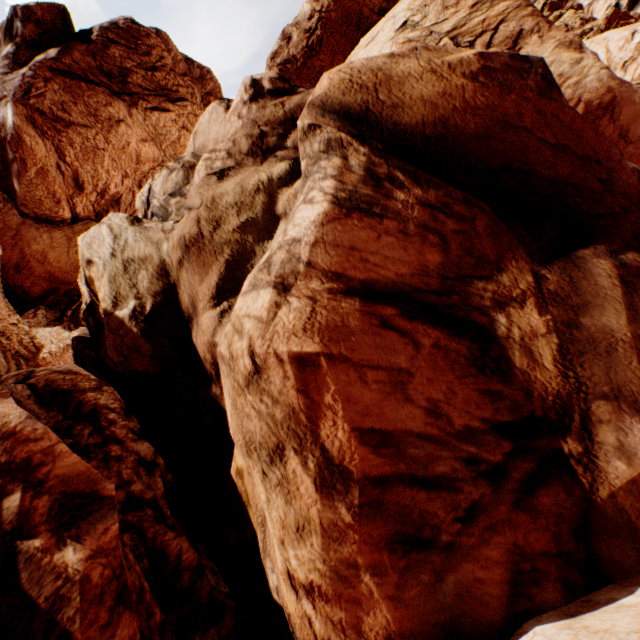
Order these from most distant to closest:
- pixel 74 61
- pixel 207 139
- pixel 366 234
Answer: pixel 74 61
pixel 207 139
pixel 366 234
